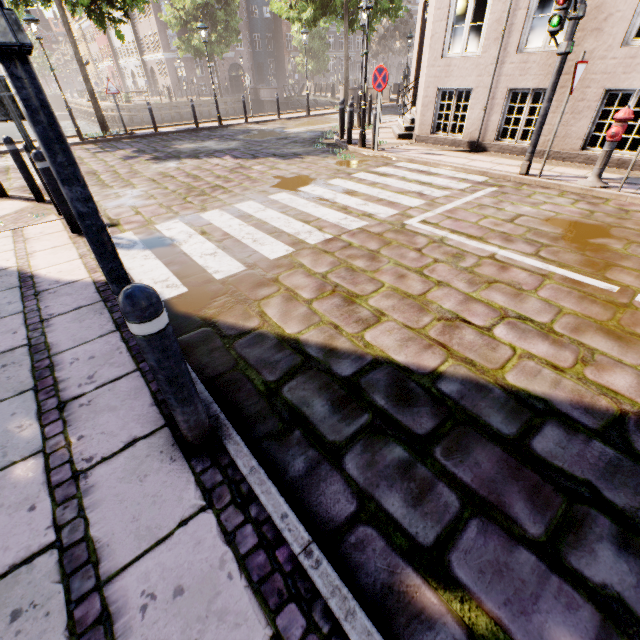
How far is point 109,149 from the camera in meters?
11.6 m

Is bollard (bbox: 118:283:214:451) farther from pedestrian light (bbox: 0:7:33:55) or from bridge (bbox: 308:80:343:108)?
bridge (bbox: 308:80:343:108)

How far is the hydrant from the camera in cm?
532

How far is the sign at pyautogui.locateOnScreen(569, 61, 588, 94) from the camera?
5.34m

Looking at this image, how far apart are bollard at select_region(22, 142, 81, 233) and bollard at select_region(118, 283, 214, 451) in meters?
4.5

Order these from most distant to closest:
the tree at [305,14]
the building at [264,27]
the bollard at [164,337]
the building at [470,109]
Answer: the building at [264,27]
the tree at [305,14]
the building at [470,109]
the bollard at [164,337]

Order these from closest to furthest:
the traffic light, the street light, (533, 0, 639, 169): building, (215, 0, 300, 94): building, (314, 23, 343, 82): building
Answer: the traffic light
(533, 0, 639, 169): building
the street light
(215, 0, 300, 94): building
(314, 23, 343, 82): building

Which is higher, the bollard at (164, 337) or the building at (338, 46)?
the building at (338, 46)
